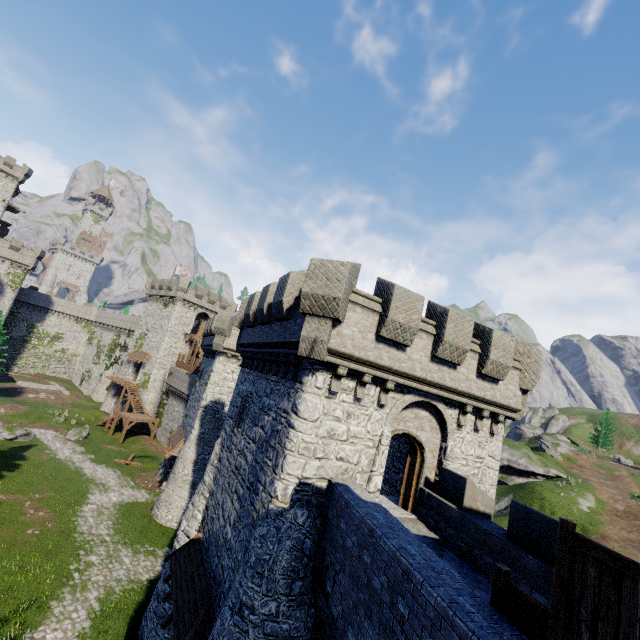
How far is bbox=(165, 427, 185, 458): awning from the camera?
27.5 meters

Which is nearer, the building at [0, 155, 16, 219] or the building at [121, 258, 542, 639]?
the building at [121, 258, 542, 639]

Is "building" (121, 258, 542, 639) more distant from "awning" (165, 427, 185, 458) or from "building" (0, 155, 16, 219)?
"building" (0, 155, 16, 219)

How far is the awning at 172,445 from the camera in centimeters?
2755cm

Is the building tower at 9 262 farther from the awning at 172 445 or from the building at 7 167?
the awning at 172 445

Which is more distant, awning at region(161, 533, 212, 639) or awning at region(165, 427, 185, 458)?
awning at region(165, 427, 185, 458)

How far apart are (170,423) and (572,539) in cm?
4716

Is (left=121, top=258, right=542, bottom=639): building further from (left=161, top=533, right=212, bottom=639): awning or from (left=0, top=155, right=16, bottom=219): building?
(left=0, top=155, right=16, bottom=219): building
